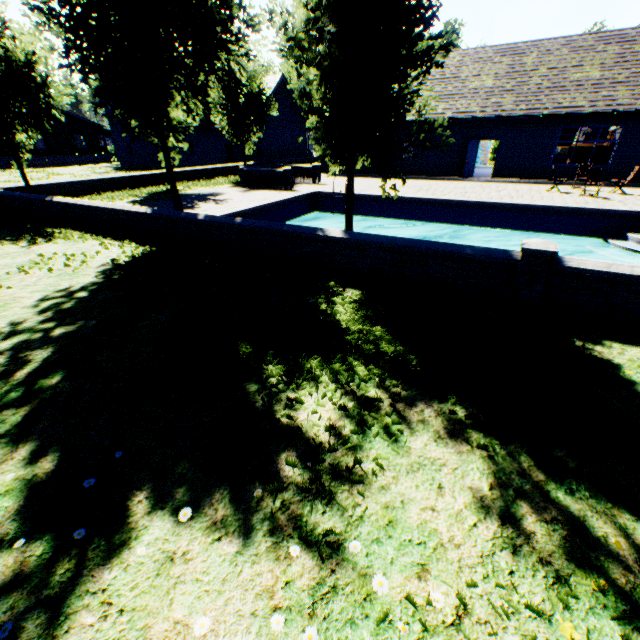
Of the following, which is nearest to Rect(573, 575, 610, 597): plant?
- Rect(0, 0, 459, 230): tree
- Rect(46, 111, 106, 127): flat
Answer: Rect(0, 0, 459, 230): tree

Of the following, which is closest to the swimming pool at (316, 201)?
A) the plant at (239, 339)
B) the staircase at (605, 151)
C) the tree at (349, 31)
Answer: the tree at (349, 31)

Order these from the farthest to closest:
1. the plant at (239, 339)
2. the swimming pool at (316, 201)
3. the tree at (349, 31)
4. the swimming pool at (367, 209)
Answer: the swimming pool at (316, 201)
the swimming pool at (367, 209)
the tree at (349, 31)
the plant at (239, 339)

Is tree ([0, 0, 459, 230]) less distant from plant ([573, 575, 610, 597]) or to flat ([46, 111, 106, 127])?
plant ([573, 575, 610, 597])

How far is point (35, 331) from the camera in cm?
464

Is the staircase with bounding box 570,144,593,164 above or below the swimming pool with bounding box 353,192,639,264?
above

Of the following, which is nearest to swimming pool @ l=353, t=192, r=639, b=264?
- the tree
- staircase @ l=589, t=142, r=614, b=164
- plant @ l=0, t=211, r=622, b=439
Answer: the tree

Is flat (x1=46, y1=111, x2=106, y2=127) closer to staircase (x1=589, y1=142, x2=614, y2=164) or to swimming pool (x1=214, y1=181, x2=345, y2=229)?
swimming pool (x1=214, y1=181, x2=345, y2=229)
